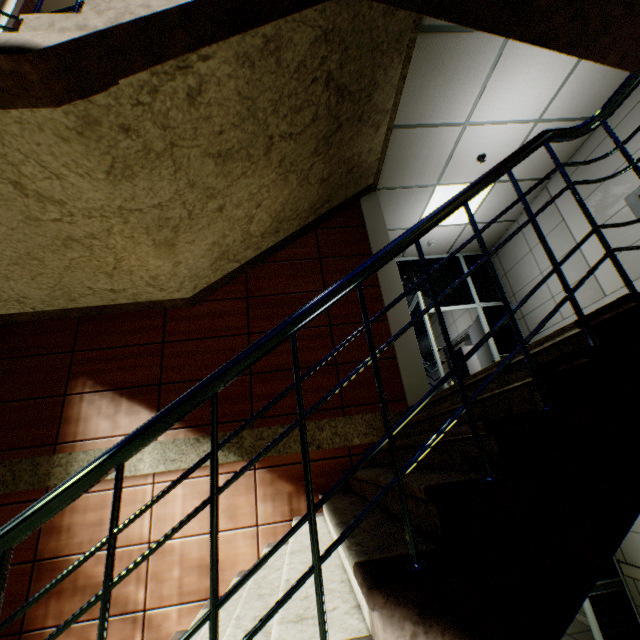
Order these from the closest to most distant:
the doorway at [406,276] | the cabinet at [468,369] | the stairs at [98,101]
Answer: the stairs at [98,101] → the doorway at [406,276] → the cabinet at [468,369]

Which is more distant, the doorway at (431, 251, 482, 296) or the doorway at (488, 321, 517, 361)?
the doorway at (431, 251, 482, 296)

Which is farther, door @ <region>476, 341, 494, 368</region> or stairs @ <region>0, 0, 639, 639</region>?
door @ <region>476, 341, 494, 368</region>

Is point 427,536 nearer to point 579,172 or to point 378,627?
point 378,627

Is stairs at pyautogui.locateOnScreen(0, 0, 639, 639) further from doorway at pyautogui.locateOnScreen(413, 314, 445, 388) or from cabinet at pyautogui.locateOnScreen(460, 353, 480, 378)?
cabinet at pyautogui.locateOnScreen(460, 353, 480, 378)

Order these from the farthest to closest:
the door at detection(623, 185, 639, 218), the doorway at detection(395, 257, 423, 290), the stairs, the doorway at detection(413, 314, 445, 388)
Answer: the doorway at detection(395, 257, 423, 290)
the doorway at detection(413, 314, 445, 388)
the door at detection(623, 185, 639, 218)
the stairs

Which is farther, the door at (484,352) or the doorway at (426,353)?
the door at (484,352)

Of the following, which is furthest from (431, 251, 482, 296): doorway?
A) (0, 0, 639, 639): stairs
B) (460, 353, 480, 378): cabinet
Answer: (460, 353, 480, 378): cabinet
